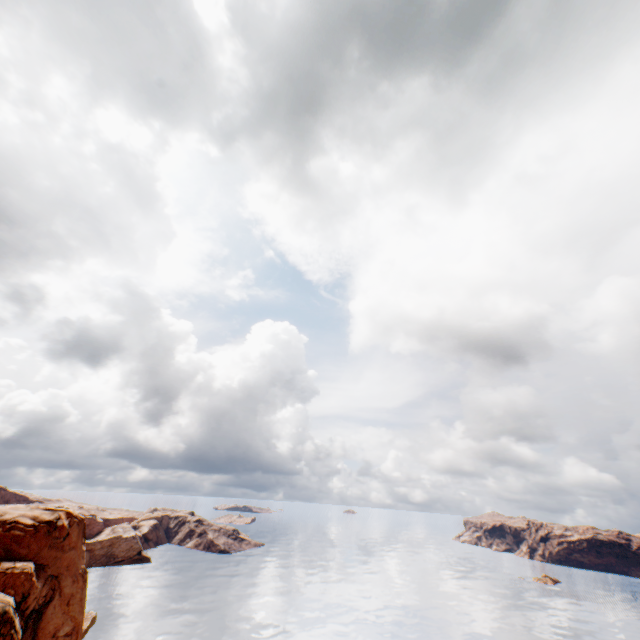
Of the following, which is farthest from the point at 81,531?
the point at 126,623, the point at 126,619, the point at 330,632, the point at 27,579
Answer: the point at 330,632
